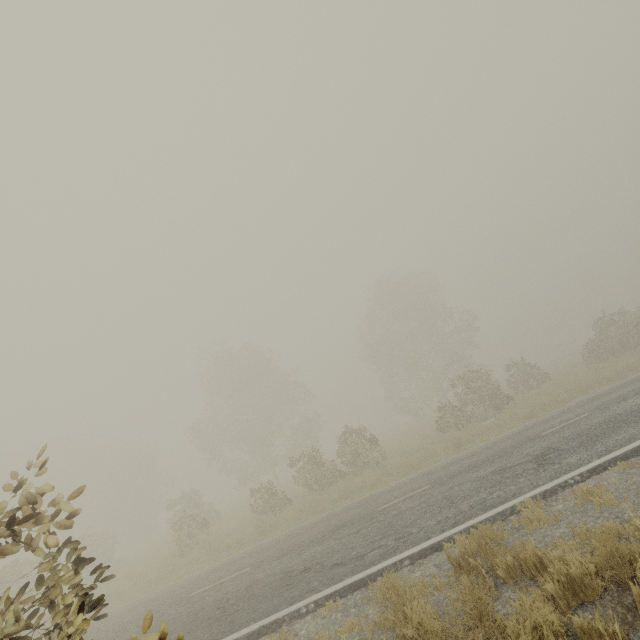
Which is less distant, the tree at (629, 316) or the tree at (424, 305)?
the tree at (424, 305)

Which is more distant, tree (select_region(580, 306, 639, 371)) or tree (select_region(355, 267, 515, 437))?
tree (select_region(580, 306, 639, 371))

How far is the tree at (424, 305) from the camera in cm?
2189

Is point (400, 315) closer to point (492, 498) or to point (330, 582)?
point (492, 498)

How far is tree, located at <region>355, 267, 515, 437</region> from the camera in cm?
2189
